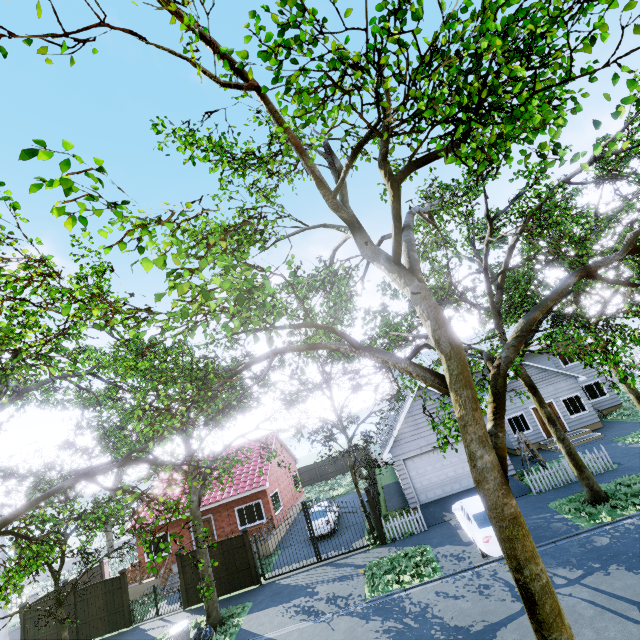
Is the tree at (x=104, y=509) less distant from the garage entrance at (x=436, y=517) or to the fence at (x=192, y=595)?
the fence at (x=192, y=595)

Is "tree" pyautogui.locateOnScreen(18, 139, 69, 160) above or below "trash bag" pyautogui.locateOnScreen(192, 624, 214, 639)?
above

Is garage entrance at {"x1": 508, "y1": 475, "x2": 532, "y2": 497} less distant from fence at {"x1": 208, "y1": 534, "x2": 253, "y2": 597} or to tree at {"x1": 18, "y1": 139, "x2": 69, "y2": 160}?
fence at {"x1": 208, "y1": 534, "x2": 253, "y2": 597}

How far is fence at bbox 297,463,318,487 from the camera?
38.2m

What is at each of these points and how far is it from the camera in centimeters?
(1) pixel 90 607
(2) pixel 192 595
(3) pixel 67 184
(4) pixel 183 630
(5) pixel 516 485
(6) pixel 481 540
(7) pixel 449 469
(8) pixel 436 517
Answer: (1) fence, 1683cm
(2) fence, 1631cm
(3) tree, 234cm
(4) trash can, 1251cm
(5) garage entrance, 1639cm
(6) car, 1149cm
(7) garage door, 1797cm
(8) garage entrance, 1627cm

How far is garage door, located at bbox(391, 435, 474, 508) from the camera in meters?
17.7

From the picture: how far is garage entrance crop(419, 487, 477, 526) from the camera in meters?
16.1

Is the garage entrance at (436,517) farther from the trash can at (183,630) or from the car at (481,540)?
the trash can at (183,630)
